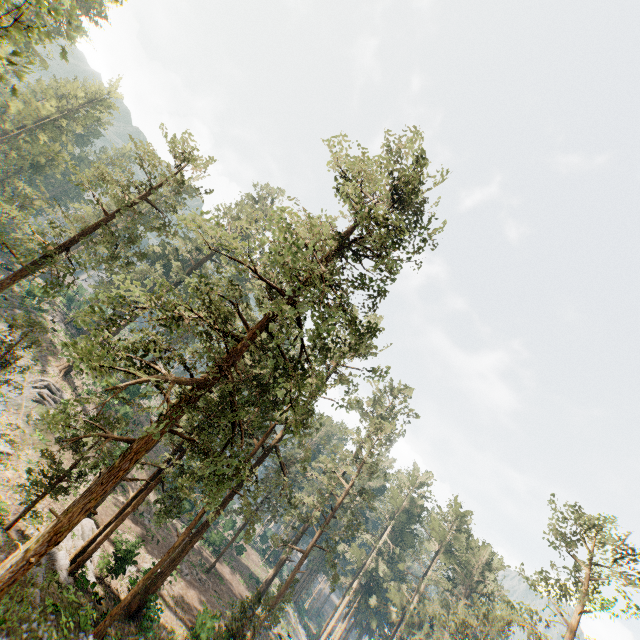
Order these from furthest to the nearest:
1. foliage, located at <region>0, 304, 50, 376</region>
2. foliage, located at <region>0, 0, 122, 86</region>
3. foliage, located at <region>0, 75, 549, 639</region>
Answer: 1. foliage, located at <region>0, 304, 50, 376</region>
2. foliage, located at <region>0, 75, 549, 639</region>
3. foliage, located at <region>0, 0, 122, 86</region>

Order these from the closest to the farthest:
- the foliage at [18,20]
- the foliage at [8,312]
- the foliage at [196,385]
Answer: the foliage at [18,20], the foliage at [196,385], the foliage at [8,312]

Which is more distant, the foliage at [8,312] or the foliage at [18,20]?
the foliage at [8,312]

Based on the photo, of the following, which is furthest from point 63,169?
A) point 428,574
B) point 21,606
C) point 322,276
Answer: point 428,574

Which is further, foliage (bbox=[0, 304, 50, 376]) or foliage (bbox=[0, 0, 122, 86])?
foliage (bbox=[0, 304, 50, 376])

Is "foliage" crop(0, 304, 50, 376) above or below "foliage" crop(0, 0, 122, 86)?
below
